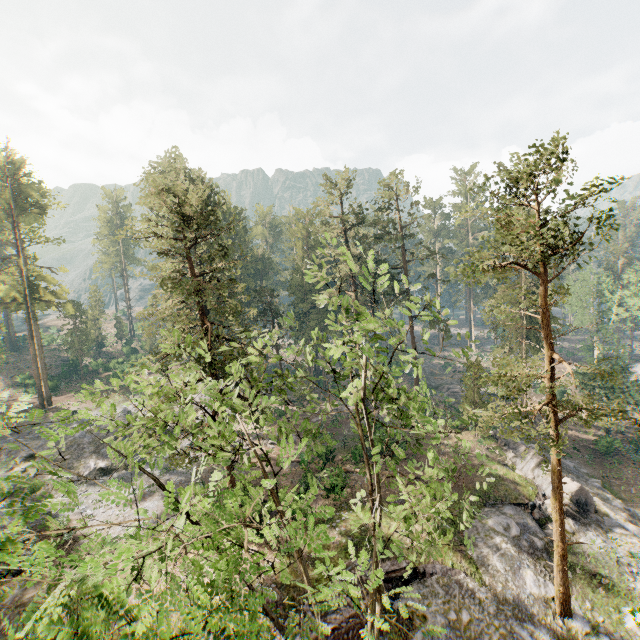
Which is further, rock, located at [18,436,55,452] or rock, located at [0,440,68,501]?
rock, located at [18,436,55,452]

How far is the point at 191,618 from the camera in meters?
5.1 m

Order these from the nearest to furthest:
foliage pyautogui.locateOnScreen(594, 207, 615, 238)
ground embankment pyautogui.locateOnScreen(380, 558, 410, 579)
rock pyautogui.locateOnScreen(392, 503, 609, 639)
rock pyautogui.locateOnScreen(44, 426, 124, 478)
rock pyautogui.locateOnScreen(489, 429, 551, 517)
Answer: foliage pyautogui.locateOnScreen(594, 207, 615, 238) → rock pyautogui.locateOnScreen(392, 503, 609, 639) → ground embankment pyautogui.locateOnScreen(380, 558, 410, 579) → rock pyautogui.locateOnScreen(489, 429, 551, 517) → rock pyautogui.locateOnScreen(44, 426, 124, 478)

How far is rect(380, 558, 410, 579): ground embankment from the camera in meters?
19.2 m

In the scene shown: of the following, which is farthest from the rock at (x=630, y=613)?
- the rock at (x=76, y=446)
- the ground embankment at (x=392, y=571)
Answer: the rock at (x=76, y=446)

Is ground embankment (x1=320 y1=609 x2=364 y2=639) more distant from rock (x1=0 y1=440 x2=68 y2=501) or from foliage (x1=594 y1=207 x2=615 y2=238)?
rock (x1=0 y1=440 x2=68 y2=501)

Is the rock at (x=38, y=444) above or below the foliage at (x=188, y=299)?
below

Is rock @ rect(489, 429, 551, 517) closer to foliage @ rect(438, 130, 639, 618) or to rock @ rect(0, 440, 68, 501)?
foliage @ rect(438, 130, 639, 618)
